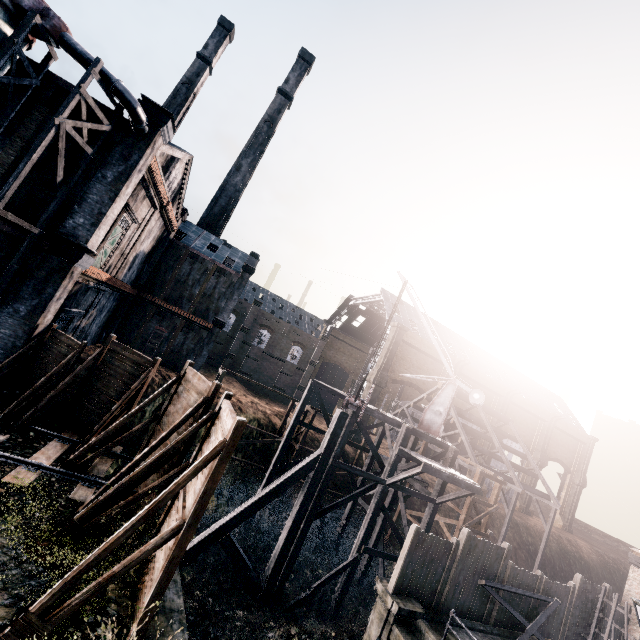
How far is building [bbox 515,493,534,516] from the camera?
54.94m

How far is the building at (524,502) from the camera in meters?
54.9 m

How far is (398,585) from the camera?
13.5 meters

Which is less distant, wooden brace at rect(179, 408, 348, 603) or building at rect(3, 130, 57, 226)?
building at rect(3, 130, 57, 226)

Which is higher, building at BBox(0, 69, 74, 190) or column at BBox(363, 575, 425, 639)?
building at BBox(0, 69, 74, 190)

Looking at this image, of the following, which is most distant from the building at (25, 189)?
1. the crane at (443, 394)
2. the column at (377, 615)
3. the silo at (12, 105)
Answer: the column at (377, 615)

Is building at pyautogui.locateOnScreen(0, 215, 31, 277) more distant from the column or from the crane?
the column

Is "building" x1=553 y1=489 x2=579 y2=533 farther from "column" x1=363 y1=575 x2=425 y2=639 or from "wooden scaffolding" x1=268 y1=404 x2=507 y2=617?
"column" x1=363 y1=575 x2=425 y2=639
